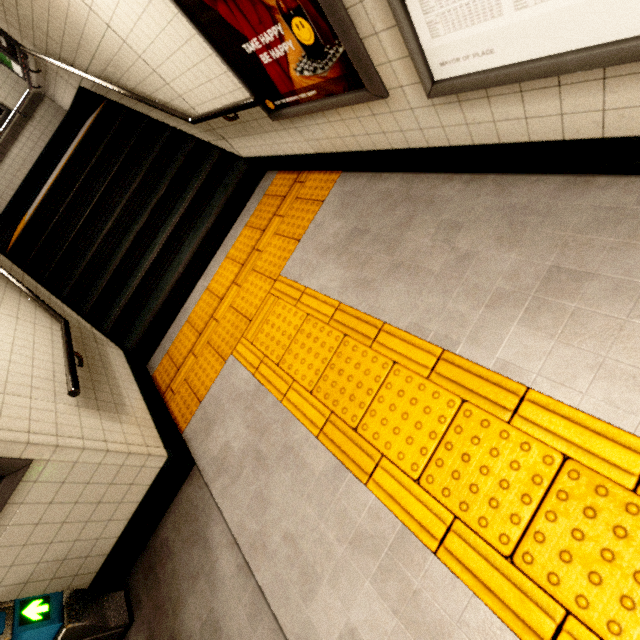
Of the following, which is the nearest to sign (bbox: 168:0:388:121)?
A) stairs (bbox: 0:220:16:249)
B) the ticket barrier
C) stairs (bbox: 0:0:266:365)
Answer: stairs (bbox: 0:0:266:365)

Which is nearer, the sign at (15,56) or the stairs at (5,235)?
the sign at (15,56)

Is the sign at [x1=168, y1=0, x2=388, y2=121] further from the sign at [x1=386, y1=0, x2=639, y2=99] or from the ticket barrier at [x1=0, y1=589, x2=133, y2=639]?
the ticket barrier at [x1=0, y1=589, x2=133, y2=639]

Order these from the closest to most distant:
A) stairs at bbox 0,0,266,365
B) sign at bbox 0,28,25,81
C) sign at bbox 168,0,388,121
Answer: sign at bbox 168,0,388,121
stairs at bbox 0,0,266,365
sign at bbox 0,28,25,81

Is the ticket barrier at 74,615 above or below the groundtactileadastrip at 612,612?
above

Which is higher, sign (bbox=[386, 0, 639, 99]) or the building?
the building

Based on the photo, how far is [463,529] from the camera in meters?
1.5

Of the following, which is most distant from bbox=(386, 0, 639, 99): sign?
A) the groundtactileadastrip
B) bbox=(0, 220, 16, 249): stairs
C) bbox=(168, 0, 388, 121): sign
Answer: bbox=(0, 220, 16, 249): stairs
